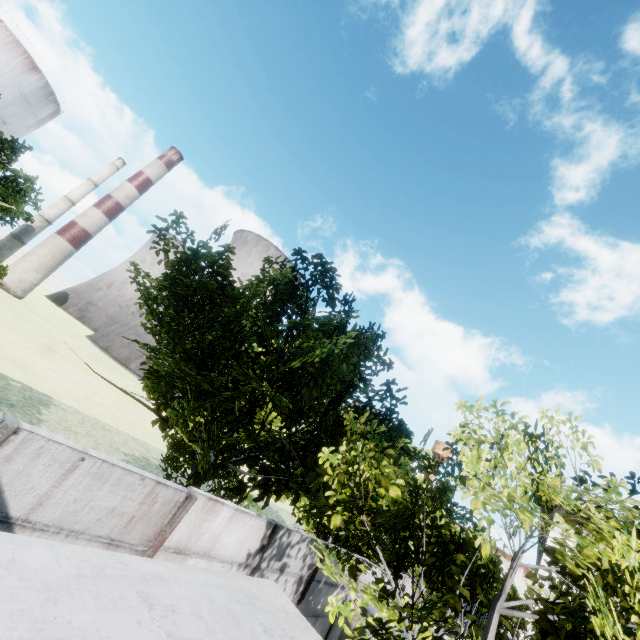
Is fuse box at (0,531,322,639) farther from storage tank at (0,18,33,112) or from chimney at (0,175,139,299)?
storage tank at (0,18,33,112)

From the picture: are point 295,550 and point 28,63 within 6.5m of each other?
no

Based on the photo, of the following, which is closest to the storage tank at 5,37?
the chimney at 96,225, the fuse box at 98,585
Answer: the chimney at 96,225

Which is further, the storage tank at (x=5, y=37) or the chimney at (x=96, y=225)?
the storage tank at (x=5, y=37)

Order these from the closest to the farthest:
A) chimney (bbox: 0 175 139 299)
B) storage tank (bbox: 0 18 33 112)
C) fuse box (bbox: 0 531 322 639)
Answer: fuse box (bbox: 0 531 322 639) → chimney (bbox: 0 175 139 299) → storage tank (bbox: 0 18 33 112)

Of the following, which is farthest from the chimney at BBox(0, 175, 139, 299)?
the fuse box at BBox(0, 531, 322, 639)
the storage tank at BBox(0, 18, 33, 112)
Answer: the fuse box at BBox(0, 531, 322, 639)

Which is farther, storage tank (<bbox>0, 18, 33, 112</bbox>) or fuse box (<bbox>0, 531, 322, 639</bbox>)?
storage tank (<bbox>0, 18, 33, 112</bbox>)
